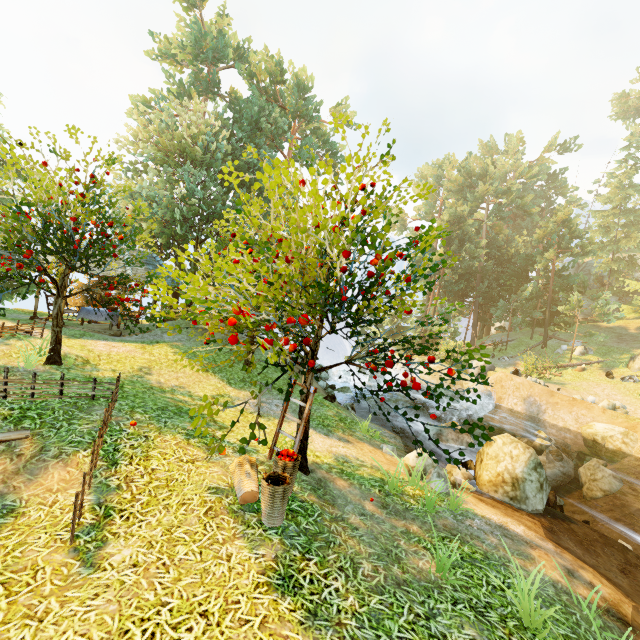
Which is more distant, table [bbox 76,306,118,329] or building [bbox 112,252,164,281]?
table [bbox 76,306,118,329]

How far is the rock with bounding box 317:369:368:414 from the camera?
14.4m

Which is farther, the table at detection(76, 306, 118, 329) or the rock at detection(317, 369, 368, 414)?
the table at detection(76, 306, 118, 329)

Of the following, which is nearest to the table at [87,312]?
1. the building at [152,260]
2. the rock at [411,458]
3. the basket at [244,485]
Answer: the building at [152,260]

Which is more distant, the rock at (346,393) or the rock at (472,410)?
the rock at (472,410)

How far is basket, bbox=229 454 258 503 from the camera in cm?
520

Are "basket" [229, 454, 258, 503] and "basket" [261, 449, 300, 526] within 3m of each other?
yes

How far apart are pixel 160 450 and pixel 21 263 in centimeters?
547cm
